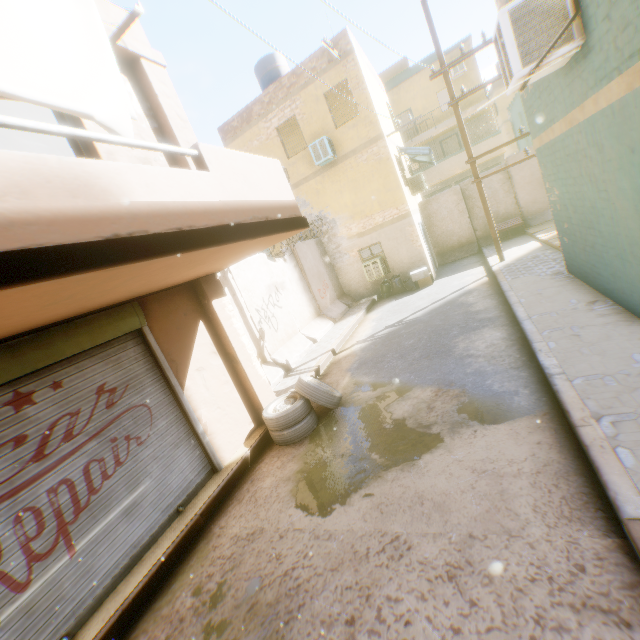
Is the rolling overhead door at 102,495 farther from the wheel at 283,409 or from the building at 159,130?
the wheel at 283,409

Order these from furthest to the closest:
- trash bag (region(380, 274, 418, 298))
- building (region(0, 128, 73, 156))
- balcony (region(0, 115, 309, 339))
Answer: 1. trash bag (region(380, 274, 418, 298))
2. building (region(0, 128, 73, 156))
3. balcony (region(0, 115, 309, 339))

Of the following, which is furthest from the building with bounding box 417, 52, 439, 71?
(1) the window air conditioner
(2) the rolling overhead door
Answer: (1) the window air conditioner

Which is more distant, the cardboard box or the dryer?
the cardboard box

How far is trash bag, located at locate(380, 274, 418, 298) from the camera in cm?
1367

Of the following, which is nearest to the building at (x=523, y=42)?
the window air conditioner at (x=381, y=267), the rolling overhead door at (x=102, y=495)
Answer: the rolling overhead door at (x=102, y=495)

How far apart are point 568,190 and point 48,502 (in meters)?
9.08

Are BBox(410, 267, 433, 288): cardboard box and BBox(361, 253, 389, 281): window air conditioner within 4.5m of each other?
yes
